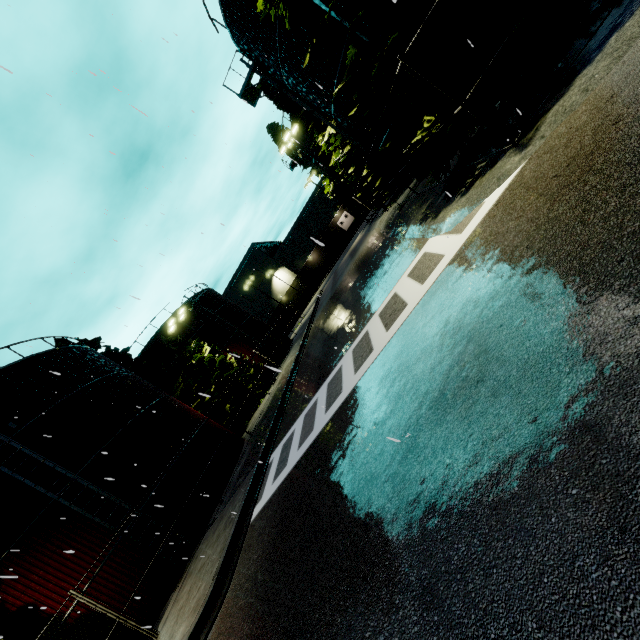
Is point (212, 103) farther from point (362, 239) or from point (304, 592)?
point (362, 239)

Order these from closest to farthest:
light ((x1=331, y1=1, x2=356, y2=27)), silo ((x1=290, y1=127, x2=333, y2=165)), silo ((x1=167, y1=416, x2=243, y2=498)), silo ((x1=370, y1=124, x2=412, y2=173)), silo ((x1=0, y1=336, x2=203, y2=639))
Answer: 1. light ((x1=331, y1=1, x2=356, y2=27))
2. silo ((x1=0, y1=336, x2=203, y2=639))
3. silo ((x1=370, y1=124, x2=412, y2=173))
4. silo ((x1=167, y1=416, x2=243, y2=498))
5. silo ((x1=290, y1=127, x2=333, y2=165))

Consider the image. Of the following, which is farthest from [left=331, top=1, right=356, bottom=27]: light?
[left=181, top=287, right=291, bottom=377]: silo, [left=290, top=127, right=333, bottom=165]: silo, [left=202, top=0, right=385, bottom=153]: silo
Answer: [left=181, top=287, right=291, bottom=377]: silo

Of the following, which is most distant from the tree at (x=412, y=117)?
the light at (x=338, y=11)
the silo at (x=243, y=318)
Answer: the silo at (x=243, y=318)

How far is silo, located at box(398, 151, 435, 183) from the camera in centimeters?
1566cm

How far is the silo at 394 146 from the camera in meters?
15.6

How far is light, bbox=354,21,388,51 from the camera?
7.19m

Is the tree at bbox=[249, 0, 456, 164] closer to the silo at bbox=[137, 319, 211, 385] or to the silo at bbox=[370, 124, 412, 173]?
the silo at bbox=[370, 124, 412, 173]
